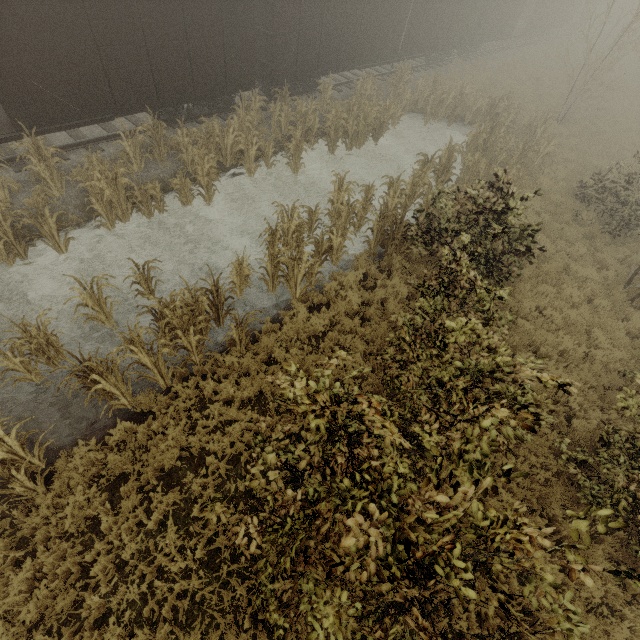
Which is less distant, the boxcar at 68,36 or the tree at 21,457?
the tree at 21,457

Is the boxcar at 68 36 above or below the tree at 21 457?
above

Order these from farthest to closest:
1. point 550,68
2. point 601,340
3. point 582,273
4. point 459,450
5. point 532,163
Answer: point 550,68 → point 532,163 → point 582,273 → point 601,340 → point 459,450

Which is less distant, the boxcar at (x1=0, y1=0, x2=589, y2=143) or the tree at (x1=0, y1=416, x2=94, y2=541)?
the tree at (x1=0, y1=416, x2=94, y2=541)

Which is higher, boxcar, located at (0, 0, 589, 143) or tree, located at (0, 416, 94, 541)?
boxcar, located at (0, 0, 589, 143)
